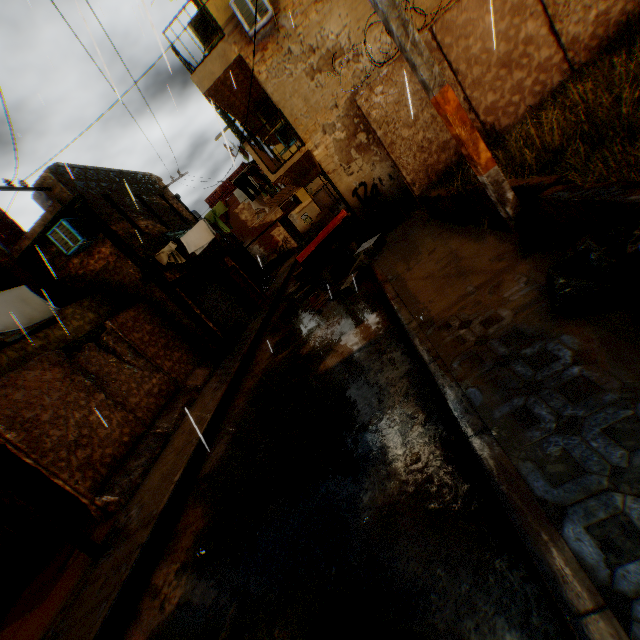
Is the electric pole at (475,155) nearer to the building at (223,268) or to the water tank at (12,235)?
the building at (223,268)

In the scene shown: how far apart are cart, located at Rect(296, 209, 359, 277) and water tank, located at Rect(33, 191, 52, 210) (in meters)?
9.93

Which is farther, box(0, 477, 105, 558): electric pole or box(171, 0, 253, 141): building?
box(171, 0, 253, 141): building

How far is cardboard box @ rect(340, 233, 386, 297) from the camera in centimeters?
805cm

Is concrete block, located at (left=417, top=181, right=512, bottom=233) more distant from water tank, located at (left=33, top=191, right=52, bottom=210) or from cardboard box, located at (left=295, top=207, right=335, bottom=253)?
water tank, located at (left=33, top=191, right=52, bottom=210)

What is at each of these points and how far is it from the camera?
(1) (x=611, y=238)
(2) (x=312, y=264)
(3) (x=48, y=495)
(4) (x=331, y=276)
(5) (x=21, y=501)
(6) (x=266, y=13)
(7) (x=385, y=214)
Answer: (1) trash bag, 2.42m
(2) cart, 10.64m
(3) rolling overhead door, 8.37m
(4) cardboard box, 9.91m
(5) electric pole, 4.97m
(6) air conditioner, 7.96m
(7) trash bag, 9.69m

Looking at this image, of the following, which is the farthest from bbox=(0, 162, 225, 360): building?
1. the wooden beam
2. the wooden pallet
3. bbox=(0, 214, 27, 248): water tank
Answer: the wooden pallet

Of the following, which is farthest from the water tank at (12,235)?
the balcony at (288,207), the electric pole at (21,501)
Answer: the balcony at (288,207)
